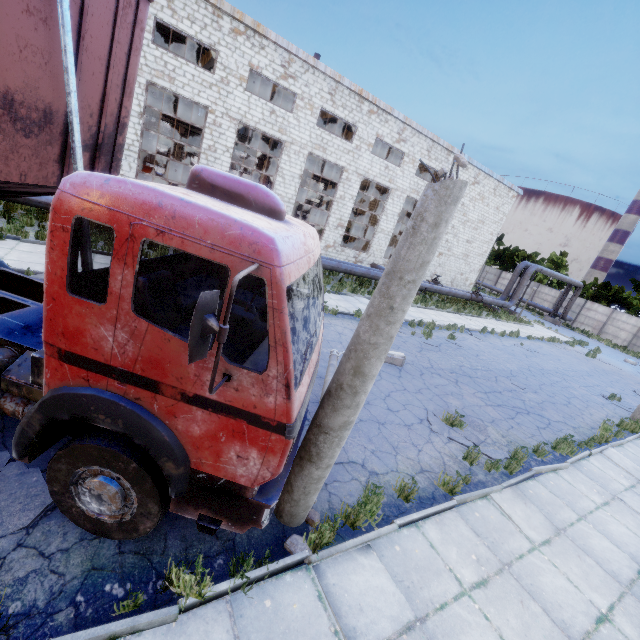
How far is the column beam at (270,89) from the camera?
22.8m

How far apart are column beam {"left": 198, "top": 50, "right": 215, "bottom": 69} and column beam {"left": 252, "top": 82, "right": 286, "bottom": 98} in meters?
4.0 m

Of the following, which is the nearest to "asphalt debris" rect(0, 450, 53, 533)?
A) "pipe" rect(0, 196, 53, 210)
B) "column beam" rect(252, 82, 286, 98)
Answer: "pipe" rect(0, 196, 53, 210)

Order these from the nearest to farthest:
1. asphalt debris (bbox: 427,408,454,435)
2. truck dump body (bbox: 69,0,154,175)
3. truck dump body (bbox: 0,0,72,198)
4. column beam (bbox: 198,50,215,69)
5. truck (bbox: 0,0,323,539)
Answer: truck (bbox: 0,0,323,539)
truck dump body (bbox: 0,0,72,198)
truck dump body (bbox: 69,0,154,175)
asphalt debris (bbox: 427,408,454,435)
column beam (bbox: 198,50,215,69)

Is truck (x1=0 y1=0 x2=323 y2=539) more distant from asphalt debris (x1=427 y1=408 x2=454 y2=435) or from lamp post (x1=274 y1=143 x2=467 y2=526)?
asphalt debris (x1=427 y1=408 x2=454 y2=435)

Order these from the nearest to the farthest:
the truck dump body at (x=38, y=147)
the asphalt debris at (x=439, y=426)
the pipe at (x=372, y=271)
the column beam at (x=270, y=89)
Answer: the truck dump body at (x=38, y=147)
the asphalt debris at (x=439, y=426)
the pipe at (x=372, y=271)
the column beam at (x=270, y=89)

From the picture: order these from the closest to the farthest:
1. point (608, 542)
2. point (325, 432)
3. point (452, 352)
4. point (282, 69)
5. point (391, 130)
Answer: point (325, 432) < point (608, 542) < point (452, 352) < point (282, 69) < point (391, 130)

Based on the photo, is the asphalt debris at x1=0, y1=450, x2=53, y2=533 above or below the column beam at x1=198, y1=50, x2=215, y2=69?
below
